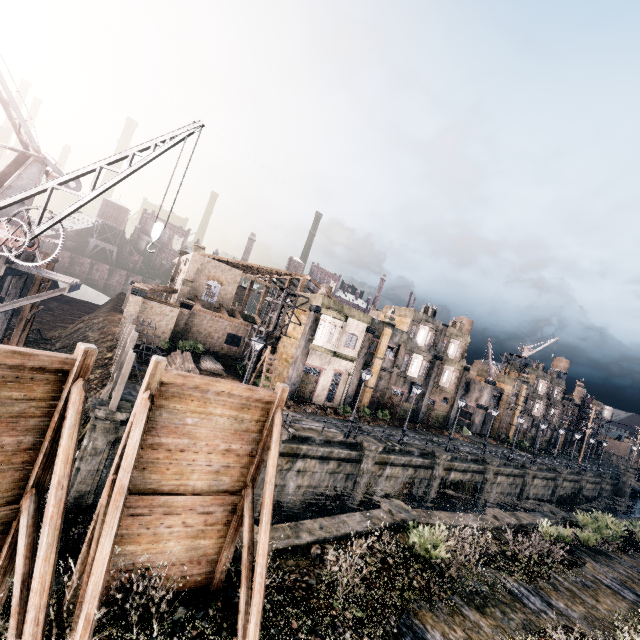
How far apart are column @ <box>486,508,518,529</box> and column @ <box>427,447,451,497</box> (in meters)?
7.63

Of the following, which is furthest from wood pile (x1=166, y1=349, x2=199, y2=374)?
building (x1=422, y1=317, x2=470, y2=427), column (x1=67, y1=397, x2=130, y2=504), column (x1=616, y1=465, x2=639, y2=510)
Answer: column (x1=616, y1=465, x2=639, y2=510)

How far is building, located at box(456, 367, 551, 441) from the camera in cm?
5365

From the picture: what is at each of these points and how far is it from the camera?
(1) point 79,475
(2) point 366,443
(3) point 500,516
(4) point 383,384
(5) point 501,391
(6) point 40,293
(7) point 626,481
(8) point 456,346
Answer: (1) column, 15.1 meters
(2) column, 24.4 meters
(3) column, 20.0 meters
(4) building, 39.7 meters
(5) building, 55.3 meters
(6) wooden scaffolding, 15.6 meters
(7) column, 56.5 meters
(8) building, 44.8 meters

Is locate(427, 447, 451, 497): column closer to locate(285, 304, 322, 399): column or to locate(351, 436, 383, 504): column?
locate(351, 436, 383, 504): column

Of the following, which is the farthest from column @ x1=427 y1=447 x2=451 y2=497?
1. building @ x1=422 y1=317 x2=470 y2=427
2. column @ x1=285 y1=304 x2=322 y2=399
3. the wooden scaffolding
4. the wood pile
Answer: the wooden scaffolding

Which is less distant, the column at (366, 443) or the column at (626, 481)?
the column at (366, 443)

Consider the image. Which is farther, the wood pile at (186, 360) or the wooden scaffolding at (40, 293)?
the wood pile at (186, 360)
